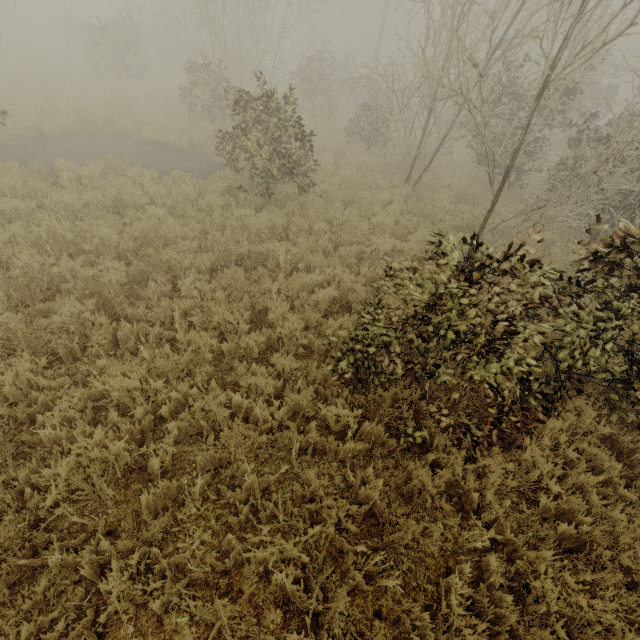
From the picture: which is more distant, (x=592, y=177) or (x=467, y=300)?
(x=592, y=177)
